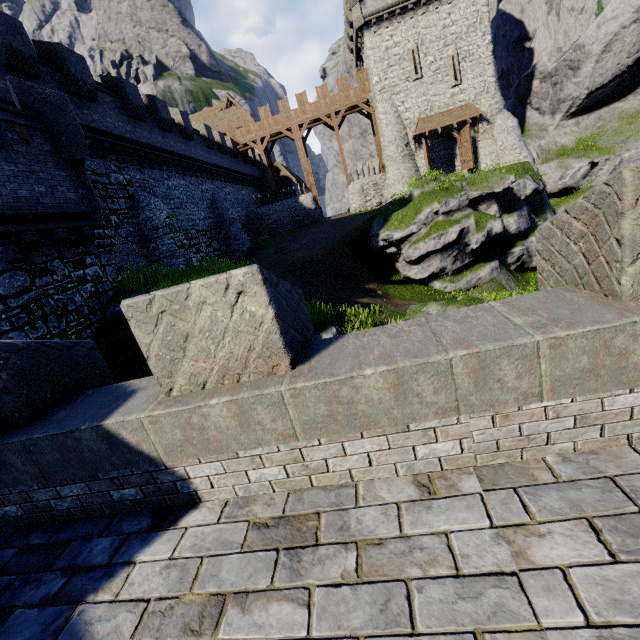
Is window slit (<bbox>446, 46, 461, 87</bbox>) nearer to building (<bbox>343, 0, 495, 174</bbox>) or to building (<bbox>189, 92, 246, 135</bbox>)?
building (<bbox>343, 0, 495, 174</bbox>)

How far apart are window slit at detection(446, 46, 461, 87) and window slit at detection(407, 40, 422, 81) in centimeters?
195cm

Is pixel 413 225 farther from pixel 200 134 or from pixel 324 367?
pixel 200 134

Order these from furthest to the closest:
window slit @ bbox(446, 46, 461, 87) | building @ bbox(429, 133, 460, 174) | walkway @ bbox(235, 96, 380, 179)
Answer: walkway @ bbox(235, 96, 380, 179) → building @ bbox(429, 133, 460, 174) → window slit @ bbox(446, 46, 461, 87)

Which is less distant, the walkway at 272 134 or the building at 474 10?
the building at 474 10

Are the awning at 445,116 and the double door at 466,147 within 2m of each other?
yes

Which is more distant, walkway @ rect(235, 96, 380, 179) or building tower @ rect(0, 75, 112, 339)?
walkway @ rect(235, 96, 380, 179)

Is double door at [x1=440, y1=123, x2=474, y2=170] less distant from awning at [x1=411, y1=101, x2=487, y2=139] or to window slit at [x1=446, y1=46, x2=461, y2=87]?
awning at [x1=411, y1=101, x2=487, y2=139]
